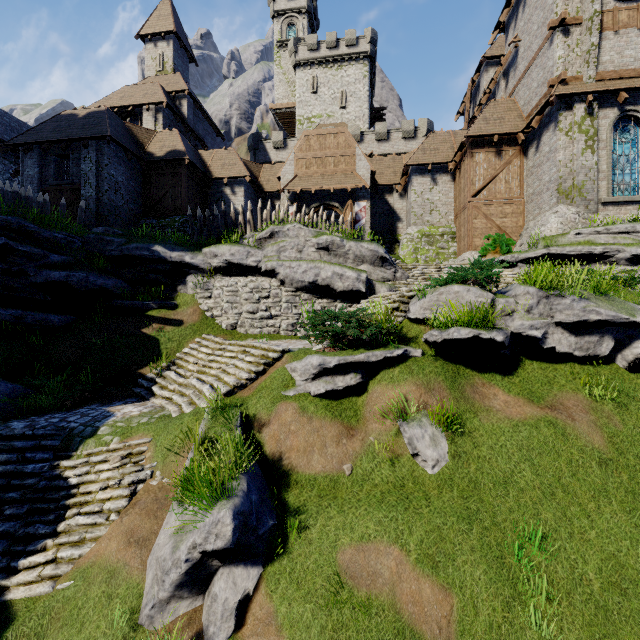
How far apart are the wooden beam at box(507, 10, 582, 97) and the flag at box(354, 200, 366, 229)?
10.73m

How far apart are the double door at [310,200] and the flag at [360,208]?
0.3m

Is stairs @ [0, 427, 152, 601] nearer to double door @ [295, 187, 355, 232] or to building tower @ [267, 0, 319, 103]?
double door @ [295, 187, 355, 232]

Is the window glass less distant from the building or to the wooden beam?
the building

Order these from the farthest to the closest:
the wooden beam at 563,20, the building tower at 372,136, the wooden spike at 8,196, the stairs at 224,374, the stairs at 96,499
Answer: the building tower at 372,136 < the wooden beam at 563,20 < the wooden spike at 8,196 < the stairs at 224,374 < the stairs at 96,499

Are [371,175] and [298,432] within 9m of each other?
no

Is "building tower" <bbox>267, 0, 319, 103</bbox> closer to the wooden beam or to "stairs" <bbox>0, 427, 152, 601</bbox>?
the wooden beam

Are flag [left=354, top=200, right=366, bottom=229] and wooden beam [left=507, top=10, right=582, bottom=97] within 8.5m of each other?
no
